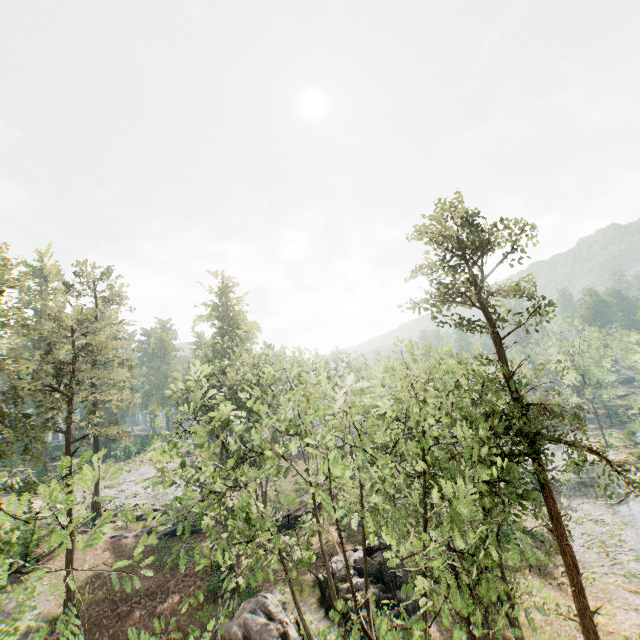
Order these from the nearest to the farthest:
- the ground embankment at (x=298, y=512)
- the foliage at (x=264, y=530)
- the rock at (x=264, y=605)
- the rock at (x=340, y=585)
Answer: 1. the foliage at (x=264, y=530)
2. the rock at (x=264, y=605)
3. the rock at (x=340, y=585)
4. the ground embankment at (x=298, y=512)

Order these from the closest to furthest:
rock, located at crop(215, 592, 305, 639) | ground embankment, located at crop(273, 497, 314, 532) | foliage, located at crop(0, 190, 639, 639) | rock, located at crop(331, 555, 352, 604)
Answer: foliage, located at crop(0, 190, 639, 639) → rock, located at crop(215, 592, 305, 639) → rock, located at crop(331, 555, 352, 604) → ground embankment, located at crop(273, 497, 314, 532)

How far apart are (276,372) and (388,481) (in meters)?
15.36

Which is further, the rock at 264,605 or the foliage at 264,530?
the rock at 264,605

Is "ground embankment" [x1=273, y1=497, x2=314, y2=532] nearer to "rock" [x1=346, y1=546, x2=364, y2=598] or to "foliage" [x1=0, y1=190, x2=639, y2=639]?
"rock" [x1=346, y1=546, x2=364, y2=598]
